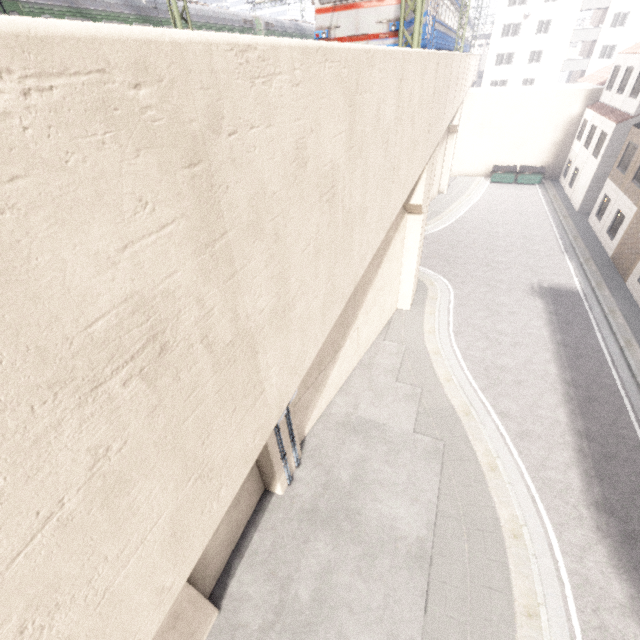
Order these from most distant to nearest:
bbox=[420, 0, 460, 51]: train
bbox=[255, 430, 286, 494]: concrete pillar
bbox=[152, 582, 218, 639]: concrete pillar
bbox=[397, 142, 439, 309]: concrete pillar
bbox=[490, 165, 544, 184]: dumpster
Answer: bbox=[490, 165, 544, 184]: dumpster < bbox=[420, 0, 460, 51]: train < bbox=[397, 142, 439, 309]: concrete pillar < bbox=[255, 430, 286, 494]: concrete pillar < bbox=[152, 582, 218, 639]: concrete pillar

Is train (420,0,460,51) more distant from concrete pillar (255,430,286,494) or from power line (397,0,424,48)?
power line (397,0,424,48)

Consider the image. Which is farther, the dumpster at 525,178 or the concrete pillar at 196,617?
the dumpster at 525,178

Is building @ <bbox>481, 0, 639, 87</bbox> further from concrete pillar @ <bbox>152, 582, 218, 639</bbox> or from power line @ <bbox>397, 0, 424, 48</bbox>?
power line @ <bbox>397, 0, 424, 48</bbox>

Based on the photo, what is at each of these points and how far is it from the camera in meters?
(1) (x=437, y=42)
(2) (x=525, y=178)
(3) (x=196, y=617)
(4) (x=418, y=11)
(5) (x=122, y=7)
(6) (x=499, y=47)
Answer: (1) train, 15.5 m
(2) dumpster, 30.2 m
(3) concrete pillar, 6.6 m
(4) power line, 8.2 m
(5) train, 15.9 m
(6) building, 44.1 m

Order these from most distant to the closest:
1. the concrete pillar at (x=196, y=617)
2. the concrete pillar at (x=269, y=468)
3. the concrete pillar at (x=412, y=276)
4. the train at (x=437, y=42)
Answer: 1. the train at (x=437, y=42)
2. the concrete pillar at (x=412, y=276)
3. the concrete pillar at (x=269, y=468)
4. the concrete pillar at (x=196, y=617)

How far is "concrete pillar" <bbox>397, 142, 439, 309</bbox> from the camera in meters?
11.7

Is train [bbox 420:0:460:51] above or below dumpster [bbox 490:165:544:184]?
above
